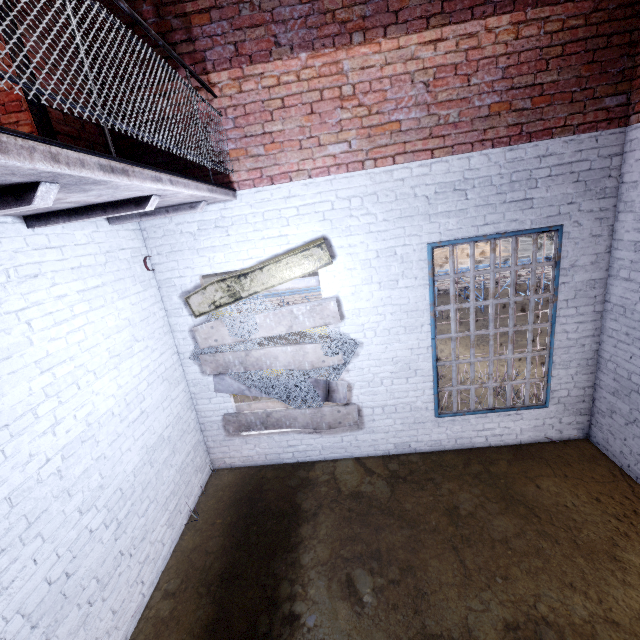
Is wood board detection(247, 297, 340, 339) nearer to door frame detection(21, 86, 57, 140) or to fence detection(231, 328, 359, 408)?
fence detection(231, 328, 359, 408)

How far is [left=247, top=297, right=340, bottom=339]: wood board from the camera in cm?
416

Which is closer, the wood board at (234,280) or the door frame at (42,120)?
the door frame at (42,120)

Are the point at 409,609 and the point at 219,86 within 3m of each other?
no

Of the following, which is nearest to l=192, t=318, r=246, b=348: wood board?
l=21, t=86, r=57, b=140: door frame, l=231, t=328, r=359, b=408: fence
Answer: l=231, t=328, r=359, b=408: fence

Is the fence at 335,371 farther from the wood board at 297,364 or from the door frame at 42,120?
the door frame at 42,120

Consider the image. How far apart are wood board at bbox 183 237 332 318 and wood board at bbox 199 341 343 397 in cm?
9
